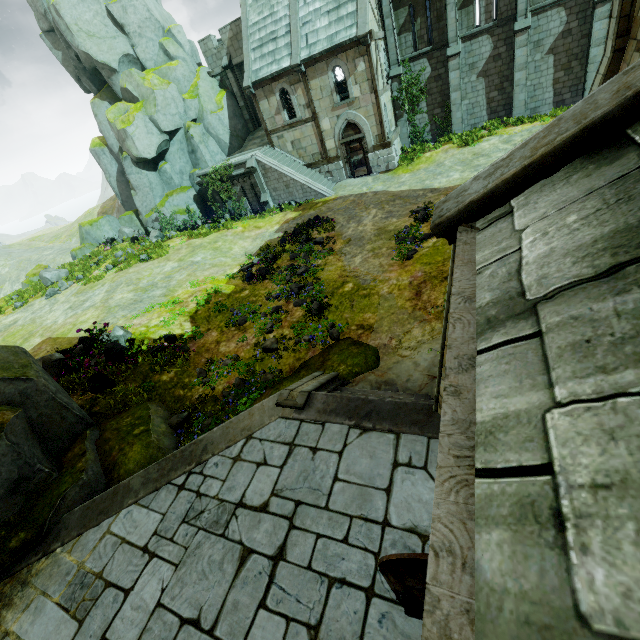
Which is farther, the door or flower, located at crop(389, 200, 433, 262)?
flower, located at crop(389, 200, 433, 262)

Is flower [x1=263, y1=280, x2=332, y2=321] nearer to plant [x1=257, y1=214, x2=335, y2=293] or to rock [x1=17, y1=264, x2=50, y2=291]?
plant [x1=257, y1=214, x2=335, y2=293]

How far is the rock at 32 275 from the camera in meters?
25.0

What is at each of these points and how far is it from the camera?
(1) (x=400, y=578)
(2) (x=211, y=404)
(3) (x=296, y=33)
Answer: (1) door, 2.9 meters
(2) rock, 9.8 meters
(3) building, 19.7 meters

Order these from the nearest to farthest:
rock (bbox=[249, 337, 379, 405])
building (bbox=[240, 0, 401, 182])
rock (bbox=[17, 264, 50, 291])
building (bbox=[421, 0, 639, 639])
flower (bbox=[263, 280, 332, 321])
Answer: building (bbox=[421, 0, 639, 639]) → rock (bbox=[249, 337, 379, 405]) → flower (bbox=[263, 280, 332, 321]) → building (bbox=[240, 0, 401, 182]) → rock (bbox=[17, 264, 50, 291])

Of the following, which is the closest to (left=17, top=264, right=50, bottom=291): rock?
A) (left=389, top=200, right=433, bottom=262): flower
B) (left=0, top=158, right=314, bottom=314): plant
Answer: (left=0, top=158, right=314, bottom=314): plant

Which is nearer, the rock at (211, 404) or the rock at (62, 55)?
the rock at (211, 404)

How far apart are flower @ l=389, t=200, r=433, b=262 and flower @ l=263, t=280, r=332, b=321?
2.8m
